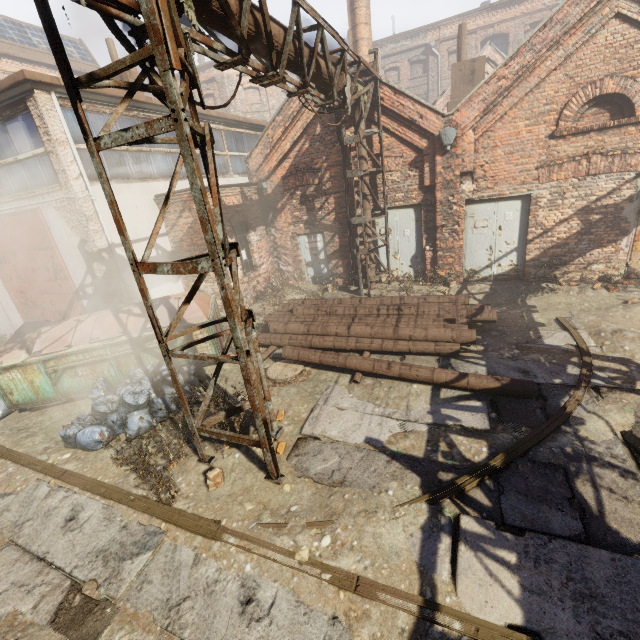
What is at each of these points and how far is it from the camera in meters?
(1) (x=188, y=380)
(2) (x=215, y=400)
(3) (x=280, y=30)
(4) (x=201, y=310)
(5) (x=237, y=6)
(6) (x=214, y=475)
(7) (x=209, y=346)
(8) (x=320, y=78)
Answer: (1) trash bag, 7.0
(2) instancedfoliageactor, 5.6
(3) pipe, 4.9
(4) trash container, 7.6
(5) pipe, 4.0
(6) instancedfoliageactor, 4.6
(7) trash container, 7.5
(8) pipe, 6.7

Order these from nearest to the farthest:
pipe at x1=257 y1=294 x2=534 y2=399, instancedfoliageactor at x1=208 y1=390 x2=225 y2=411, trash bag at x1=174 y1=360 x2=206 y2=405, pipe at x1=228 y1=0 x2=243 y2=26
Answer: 1. pipe at x1=228 y1=0 x2=243 y2=26
2. instancedfoliageactor at x1=208 y1=390 x2=225 y2=411
3. pipe at x1=257 y1=294 x2=534 y2=399
4. trash bag at x1=174 y1=360 x2=206 y2=405

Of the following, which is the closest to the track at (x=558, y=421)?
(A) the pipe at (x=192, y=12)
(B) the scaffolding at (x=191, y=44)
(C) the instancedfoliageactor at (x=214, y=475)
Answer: (C) the instancedfoliageactor at (x=214, y=475)

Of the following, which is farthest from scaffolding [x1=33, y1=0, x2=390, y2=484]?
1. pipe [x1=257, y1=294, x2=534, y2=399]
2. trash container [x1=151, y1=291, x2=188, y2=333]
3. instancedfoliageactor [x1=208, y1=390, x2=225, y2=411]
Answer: trash container [x1=151, y1=291, x2=188, y2=333]

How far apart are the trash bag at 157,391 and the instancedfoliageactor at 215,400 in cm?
29

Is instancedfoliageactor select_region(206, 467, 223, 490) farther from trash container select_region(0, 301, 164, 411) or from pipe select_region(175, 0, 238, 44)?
pipe select_region(175, 0, 238, 44)

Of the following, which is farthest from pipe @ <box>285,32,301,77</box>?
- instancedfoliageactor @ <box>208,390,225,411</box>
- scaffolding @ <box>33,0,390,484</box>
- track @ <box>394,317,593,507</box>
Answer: instancedfoliageactor @ <box>208,390,225,411</box>

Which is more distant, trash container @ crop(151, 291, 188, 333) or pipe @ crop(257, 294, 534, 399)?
trash container @ crop(151, 291, 188, 333)
